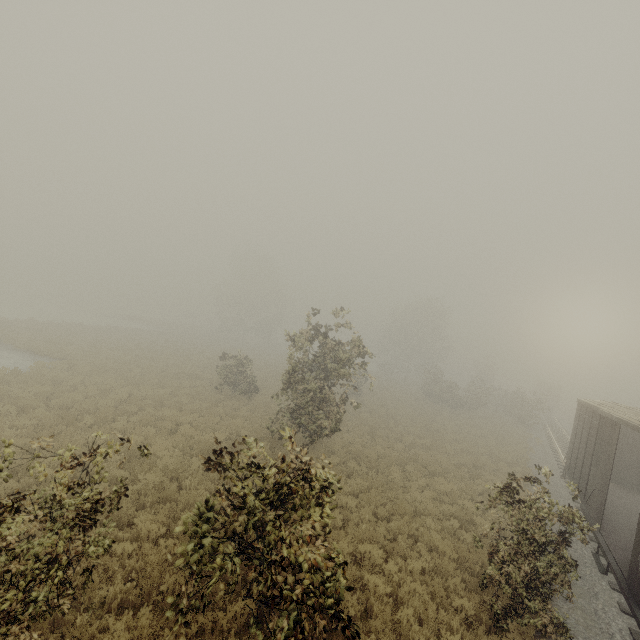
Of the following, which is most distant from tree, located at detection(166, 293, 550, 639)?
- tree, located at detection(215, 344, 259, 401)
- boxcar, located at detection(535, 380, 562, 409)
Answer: boxcar, located at detection(535, 380, 562, 409)

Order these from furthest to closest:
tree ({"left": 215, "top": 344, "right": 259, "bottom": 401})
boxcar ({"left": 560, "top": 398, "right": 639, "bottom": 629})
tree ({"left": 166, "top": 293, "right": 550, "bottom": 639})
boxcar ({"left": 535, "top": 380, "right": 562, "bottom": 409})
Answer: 1. boxcar ({"left": 535, "top": 380, "right": 562, "bottom": 409})
2. tree ({"left": 215, "top": 344, "right": 259, "bottom": 401})
3. boxcar ({"left": 560, "top": 398, "right": 639, "bottom": 629})
4. tree ({"left": 166, "top": 293, "right": 550, "bottom": 639})

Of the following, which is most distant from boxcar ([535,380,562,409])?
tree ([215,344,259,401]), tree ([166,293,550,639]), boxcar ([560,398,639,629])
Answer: tree ([215,344,259,401])

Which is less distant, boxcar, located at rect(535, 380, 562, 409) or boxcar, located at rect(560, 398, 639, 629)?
boxcar, located at rect(560, 398, 639, 629)

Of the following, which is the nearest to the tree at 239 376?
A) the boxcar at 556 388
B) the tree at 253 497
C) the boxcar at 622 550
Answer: the tree at 253 497

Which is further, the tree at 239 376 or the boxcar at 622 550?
the tree at 239 376

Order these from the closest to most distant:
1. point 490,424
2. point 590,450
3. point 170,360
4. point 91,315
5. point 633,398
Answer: point 590,450 → point 170,360 → point 490,424 → point 91,315 → point 633,398

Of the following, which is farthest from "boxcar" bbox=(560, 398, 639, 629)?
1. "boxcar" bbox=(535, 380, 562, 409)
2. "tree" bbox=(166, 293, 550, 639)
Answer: "boxcar" bbox=(535, 380, 562, 409)
